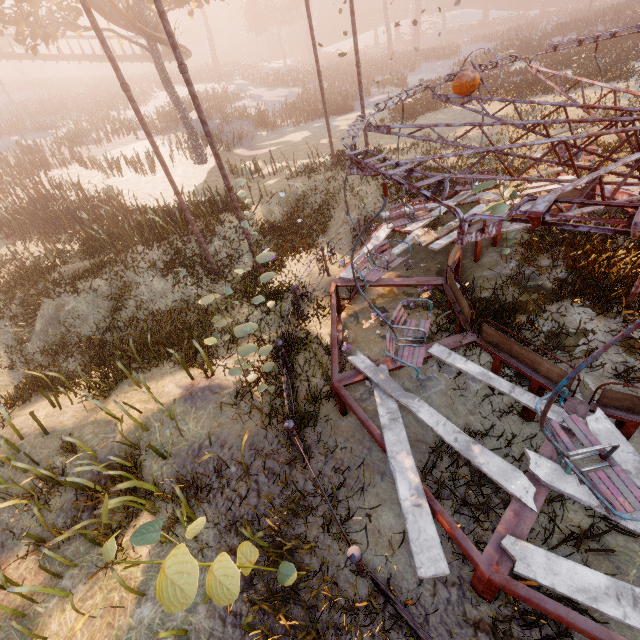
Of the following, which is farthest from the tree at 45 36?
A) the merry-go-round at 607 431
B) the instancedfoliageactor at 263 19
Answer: the merry-go-round at 607 431

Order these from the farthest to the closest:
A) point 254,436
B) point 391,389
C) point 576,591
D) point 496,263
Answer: point 496,263 → point 254,436 → point 391,389 → point 576,591

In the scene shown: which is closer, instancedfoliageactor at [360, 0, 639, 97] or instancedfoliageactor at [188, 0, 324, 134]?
instancedfoliageactor at [188, 0, 324, 134]

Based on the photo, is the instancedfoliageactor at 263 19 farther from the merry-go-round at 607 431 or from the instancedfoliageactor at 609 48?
the merry-go-round at 607 431

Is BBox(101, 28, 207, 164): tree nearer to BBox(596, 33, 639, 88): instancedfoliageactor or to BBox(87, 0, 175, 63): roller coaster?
BBox(87, 0, 175, 63): roller coaster

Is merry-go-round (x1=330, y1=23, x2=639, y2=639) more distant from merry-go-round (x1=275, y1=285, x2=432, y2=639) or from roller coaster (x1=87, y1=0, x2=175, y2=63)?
roller coaster (x1=87, y1=0, x2=175, y2=63)

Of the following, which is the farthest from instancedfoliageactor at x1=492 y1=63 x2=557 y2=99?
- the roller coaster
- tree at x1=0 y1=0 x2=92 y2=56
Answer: the roller coaster

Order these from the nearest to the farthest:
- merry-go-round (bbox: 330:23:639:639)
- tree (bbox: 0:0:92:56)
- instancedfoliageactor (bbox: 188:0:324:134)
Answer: merry-go-round (bbox: 330:23:639:639), tree (bbox: 0:0:92:56), instancedfoliageactor (bbox: 188:0:324:134)
